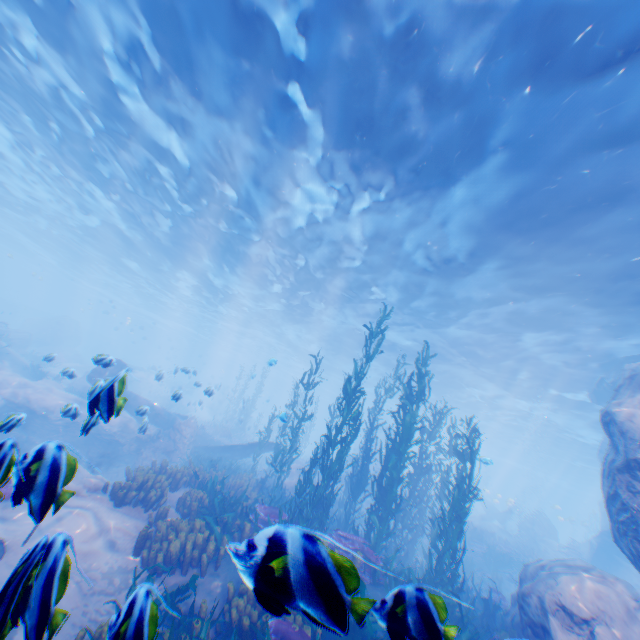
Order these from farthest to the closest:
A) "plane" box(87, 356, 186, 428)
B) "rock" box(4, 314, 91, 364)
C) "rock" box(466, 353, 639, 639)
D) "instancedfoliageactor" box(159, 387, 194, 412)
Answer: "rock" box(4, 314, 91, 364), "instancedfoliageactor" box(159, 387, 194, 412), "rock" box(466, 353, 639, 639), "plane" box(87, 356, 186, 428)

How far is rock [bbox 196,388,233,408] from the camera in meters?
11.5

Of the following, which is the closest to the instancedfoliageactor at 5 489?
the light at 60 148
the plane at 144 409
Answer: the plane at 144 409

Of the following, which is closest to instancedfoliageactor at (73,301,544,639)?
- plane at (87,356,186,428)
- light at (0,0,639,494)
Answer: plane at (87,356,186,428)

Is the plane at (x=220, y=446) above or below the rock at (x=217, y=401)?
below

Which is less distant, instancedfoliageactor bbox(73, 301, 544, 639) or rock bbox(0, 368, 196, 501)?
instancedfoliageactor bbox(73, 301, 544, 639)

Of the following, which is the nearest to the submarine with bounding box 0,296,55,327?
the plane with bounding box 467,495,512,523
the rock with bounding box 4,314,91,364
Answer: the rock with bounding box 4,314,91,364

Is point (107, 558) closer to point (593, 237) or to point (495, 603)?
point (495, 603)
